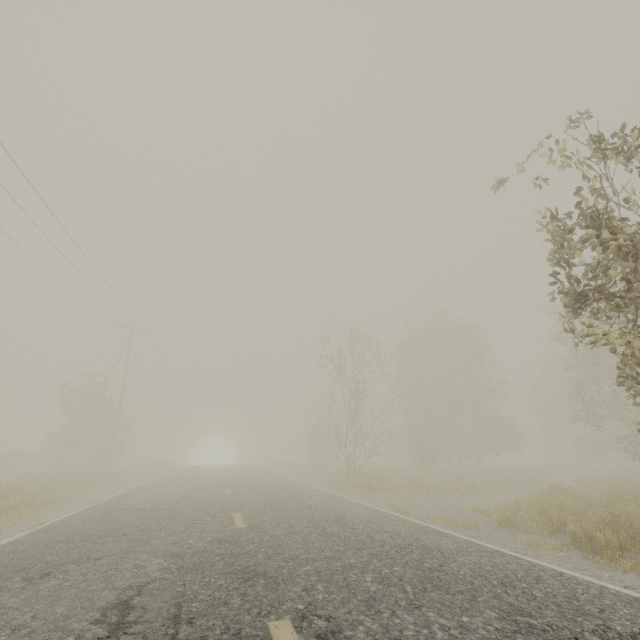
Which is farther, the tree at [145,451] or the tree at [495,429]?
the tree at [145,451]

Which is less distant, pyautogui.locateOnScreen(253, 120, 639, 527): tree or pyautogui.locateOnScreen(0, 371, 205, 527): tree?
pyautogui.locateOnScreen(253, 120, 639, 527): tree

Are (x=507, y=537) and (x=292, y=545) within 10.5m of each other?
yes
